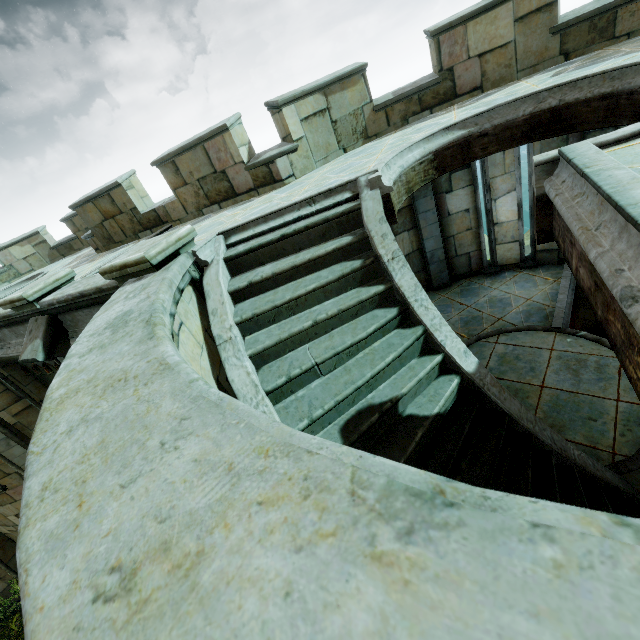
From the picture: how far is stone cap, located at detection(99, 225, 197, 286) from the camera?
3.8m

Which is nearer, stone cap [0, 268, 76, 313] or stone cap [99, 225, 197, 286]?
stone cap [99, 225, 197, 286]

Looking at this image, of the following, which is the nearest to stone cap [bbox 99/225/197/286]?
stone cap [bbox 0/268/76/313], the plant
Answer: stone cap [bbox 0/268/76/313]

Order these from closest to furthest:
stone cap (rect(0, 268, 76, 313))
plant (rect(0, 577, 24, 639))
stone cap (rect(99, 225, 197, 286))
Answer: stone cap (rect(99, 225, 197, 286)), stone cap (rect(0, 268, 76, 313)), plant (rect(0, 577, 24, 639))

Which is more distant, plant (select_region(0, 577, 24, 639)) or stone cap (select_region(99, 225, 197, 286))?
plant (select_region(0, 577, 24, 639))

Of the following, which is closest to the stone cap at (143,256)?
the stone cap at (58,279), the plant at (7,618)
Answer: the stone cap at (58,279)

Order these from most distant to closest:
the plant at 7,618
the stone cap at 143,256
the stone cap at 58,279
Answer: the plant at 7,618, the stone cap at 58,279, the stone cap at 143,256

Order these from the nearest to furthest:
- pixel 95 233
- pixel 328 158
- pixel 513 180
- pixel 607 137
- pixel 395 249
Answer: pixel 607 137 → pixel 395 249 → pixel 328 158 → pixel 513 180 → pixel 95 233
